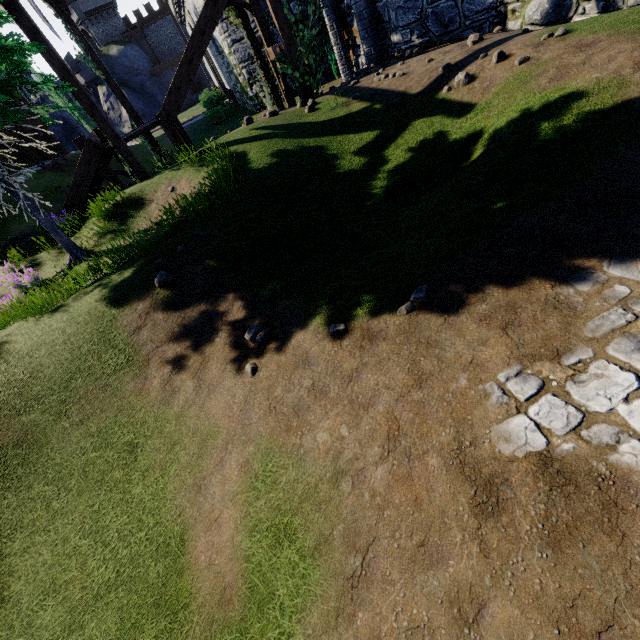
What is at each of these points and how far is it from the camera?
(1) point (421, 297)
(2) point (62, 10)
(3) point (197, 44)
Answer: (1) instancedfoliageactor, 3.5m
(2) wooden support, 11.7m
(3) stairs, 10.1m

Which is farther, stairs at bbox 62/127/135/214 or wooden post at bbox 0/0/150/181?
stairs at bbox 62/127/135/214

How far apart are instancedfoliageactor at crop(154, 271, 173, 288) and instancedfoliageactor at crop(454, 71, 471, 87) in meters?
6.7

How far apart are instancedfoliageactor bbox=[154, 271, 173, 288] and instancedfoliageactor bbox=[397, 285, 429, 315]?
4.1m

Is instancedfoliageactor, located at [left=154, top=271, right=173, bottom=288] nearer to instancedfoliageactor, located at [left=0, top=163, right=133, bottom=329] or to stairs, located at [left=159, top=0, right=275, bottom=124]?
instancedfoliageactor, located at [left=0, top=163, right=133, bottom=329]

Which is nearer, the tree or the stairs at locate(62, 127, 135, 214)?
the stairs at locate(62, 127, 135, 214)

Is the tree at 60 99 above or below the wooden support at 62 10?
above

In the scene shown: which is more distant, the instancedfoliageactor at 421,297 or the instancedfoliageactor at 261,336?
the instancedfoliageactor at 261,336
